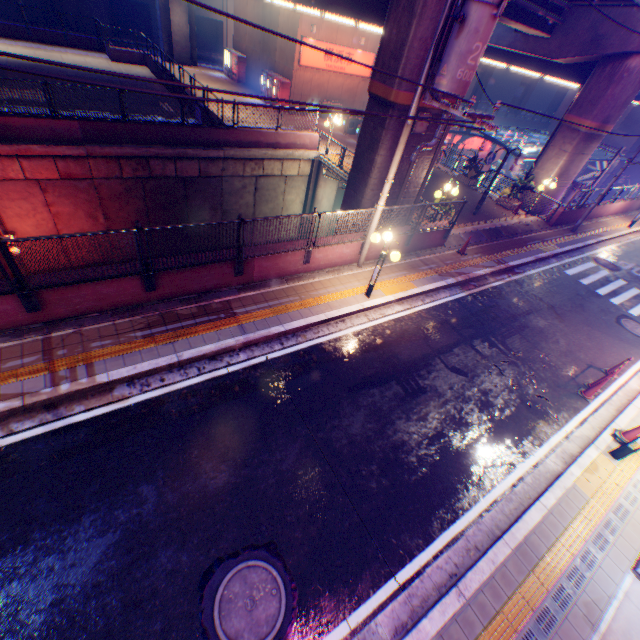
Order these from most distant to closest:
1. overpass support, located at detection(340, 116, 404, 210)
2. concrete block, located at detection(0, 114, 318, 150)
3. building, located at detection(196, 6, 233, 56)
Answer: building, located at detection(196, 6, 233, 56)
concrete block, located at detection(0, 114, 318, 150)
overpass support, located at detection(340, 116, 404, 210)

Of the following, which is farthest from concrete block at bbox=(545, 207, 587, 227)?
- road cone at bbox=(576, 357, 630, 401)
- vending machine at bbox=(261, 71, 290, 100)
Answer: vending machine at bbox=(261, 71, 290, 100)

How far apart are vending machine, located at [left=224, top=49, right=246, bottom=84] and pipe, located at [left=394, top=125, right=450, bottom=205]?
26.2m

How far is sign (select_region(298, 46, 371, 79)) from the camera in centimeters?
2306cm

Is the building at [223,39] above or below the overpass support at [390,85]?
below

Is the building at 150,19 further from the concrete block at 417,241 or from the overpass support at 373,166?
the concrete block at 417,241

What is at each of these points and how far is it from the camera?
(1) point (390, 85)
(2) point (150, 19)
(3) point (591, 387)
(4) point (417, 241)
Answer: (1) overpass support, 9.8m
(2) building, 37.4m
(3) road cone, 9.3m
(4) concrete block, 13.0m

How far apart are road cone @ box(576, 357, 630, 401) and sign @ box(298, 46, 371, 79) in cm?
2605
